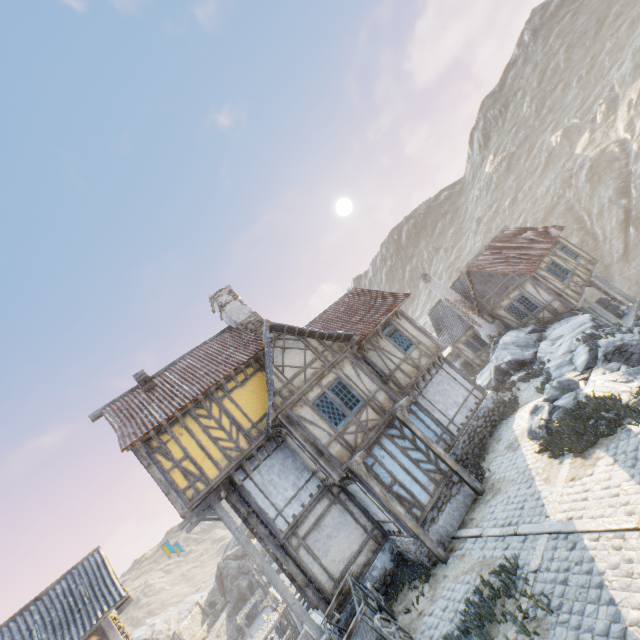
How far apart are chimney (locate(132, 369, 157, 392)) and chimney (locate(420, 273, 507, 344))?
18.4m

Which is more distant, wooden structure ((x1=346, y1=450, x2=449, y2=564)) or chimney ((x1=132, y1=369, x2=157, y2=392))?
chimney ((x1=132, y1=369, x2=157, y2=392))

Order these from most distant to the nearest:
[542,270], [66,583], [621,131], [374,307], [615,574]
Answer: [621,131], [542,270], [374,307], [66,583], [615,574]

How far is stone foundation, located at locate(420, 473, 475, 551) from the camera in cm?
1072

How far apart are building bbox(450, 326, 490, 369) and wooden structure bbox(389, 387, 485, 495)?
14.1m

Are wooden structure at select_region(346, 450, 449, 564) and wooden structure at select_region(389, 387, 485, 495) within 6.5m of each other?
yes

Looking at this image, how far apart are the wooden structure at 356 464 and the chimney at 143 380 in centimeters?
899cm

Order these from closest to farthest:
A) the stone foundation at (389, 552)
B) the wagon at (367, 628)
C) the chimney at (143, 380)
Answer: the wagon at (367, 628), the stone foundation at (389, 552), the chimney at (143, 380)
